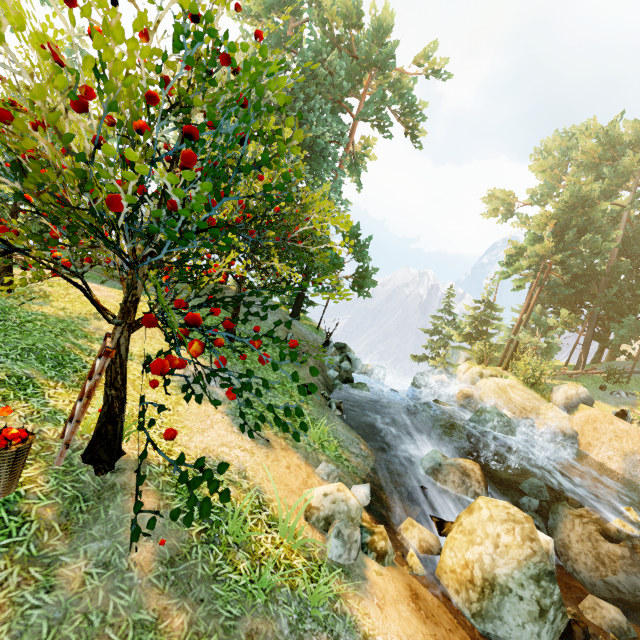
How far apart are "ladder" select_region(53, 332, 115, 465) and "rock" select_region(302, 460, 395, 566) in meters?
3.7 m

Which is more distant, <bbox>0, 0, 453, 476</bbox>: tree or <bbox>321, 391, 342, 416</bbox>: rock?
<bbox>321, 391, 342, 416</bbox>: rock

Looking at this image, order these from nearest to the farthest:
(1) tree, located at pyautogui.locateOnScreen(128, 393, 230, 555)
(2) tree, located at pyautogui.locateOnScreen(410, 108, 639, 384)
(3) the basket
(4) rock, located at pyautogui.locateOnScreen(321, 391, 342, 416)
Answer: (1) tree, located at pyautogui.locateOnScreen(128, 393, 230, 555) → (3) the basket → (4) rock, located at pyautogui.locateOnScreen(321, 391, 342, 416) → (2) tree, located at pyautogui.locateOnScreen(410, 108, 639, 384)

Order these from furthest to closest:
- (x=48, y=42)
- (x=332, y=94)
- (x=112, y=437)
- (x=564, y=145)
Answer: (x=564, y=145) < (x=332, y=94) < (x=112, y=437) < (x=48, y=42)

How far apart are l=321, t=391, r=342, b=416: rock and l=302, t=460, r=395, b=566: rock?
4.7 meters

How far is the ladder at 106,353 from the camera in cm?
424

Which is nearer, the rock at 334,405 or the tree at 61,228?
the tree at 61,228

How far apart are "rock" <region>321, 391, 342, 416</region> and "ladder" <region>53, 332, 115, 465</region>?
7.57m
